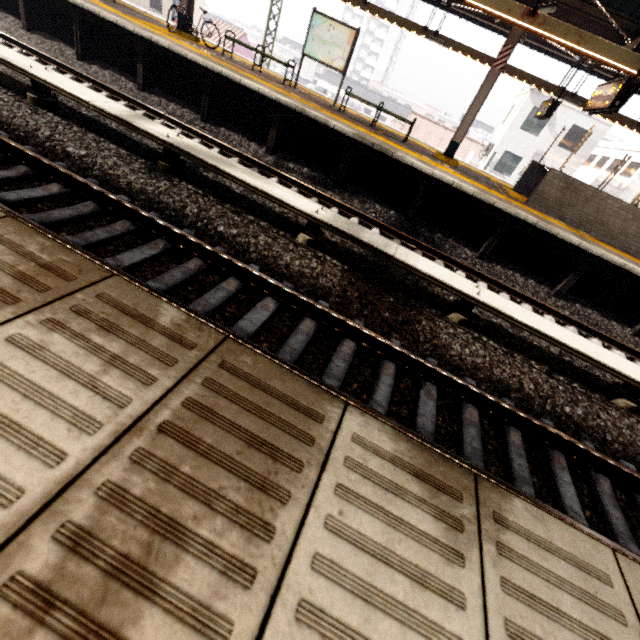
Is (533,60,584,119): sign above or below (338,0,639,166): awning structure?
below

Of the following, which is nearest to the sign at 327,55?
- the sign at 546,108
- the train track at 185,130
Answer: the train track at 185,130

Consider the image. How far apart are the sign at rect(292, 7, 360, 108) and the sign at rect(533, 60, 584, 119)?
6.4m

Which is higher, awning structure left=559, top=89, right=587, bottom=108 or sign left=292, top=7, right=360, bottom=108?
awning structure left=559, top=89, right=587, bottom=108

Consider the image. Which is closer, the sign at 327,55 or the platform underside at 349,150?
the platform underside at 349,150

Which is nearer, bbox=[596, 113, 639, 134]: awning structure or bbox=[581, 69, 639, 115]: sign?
bbox=[581, 69, 639, 115]: sign

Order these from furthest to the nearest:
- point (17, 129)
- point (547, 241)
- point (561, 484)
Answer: point (547, 241)
point (17, 129)
point (561, 484)

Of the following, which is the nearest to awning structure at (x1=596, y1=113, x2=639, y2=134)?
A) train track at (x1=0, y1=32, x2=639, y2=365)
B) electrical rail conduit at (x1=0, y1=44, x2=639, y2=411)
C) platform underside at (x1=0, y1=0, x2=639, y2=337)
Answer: platform underside at (x1=0, y1=0, x2=639, y2=337)
